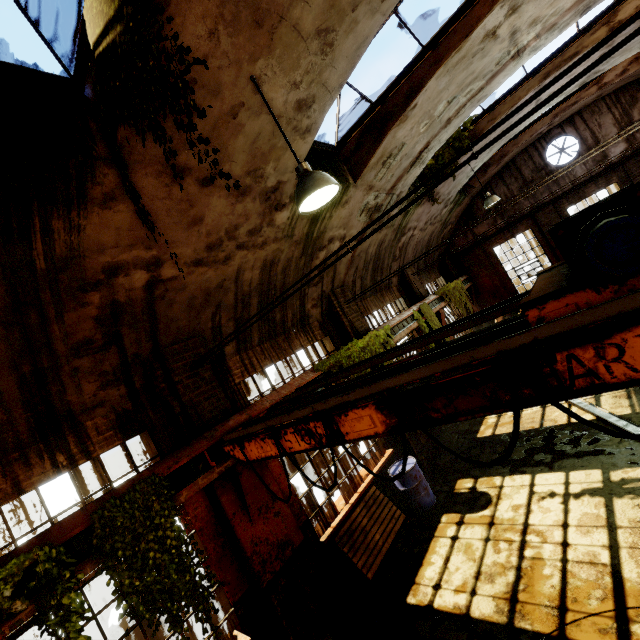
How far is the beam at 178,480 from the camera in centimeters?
448cm

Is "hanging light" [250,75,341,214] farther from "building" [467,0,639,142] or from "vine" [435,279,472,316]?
"vine" [435,279,472,316]

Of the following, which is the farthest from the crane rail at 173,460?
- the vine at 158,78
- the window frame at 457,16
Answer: the window frame at 457,16

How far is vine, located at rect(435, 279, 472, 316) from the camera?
13.48m

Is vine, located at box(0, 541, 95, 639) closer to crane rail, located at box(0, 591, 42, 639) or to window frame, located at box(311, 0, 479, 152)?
crane rail, located at box(0, 591, 42, 639)

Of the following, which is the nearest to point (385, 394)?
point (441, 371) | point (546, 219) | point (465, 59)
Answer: point (441, 371)

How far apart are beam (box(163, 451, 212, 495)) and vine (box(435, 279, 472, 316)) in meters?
10.9

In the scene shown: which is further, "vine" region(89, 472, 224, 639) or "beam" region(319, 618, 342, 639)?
"beam" region(319, 618, 342, 639)
